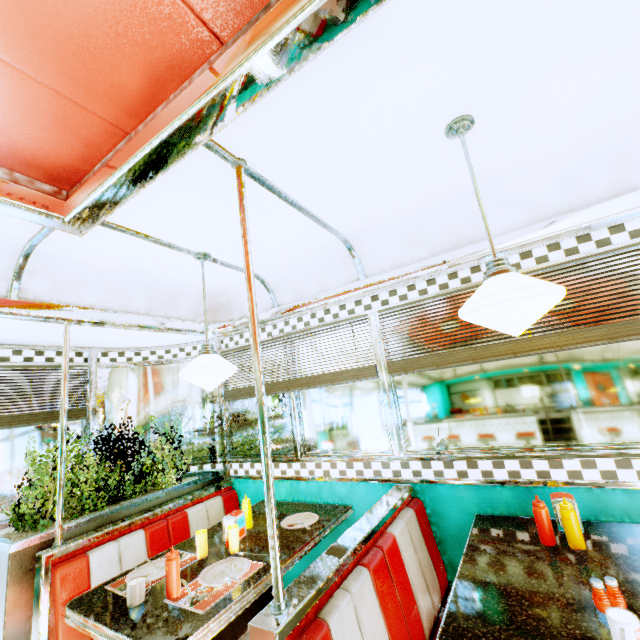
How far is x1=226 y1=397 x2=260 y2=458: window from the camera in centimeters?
346cm

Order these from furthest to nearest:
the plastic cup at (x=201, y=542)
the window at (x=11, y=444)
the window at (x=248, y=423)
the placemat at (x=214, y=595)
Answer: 1. the window at (x=248, y=423)
2. the window at (x=11, y=444)
3. the plastic cup at (x=201, y=542)
4. the placemat at (x=214, y=595)

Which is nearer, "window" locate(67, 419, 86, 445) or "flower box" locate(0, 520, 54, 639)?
"flower box" locate(0, 520, 54, 639)

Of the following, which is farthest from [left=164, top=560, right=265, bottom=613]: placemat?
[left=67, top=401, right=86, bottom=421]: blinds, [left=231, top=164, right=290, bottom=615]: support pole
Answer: [left=67, top=401, right=86, bottom=421]: blinds

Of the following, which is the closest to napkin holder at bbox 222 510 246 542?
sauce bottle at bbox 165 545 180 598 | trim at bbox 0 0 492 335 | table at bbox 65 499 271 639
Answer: table at bbox 65 499 271 639

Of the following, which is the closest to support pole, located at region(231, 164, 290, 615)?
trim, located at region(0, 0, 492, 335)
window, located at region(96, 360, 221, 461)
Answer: trim, located at region(0, 0, 492, 335)

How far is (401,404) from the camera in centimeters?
267cm

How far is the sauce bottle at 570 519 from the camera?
1.67m
